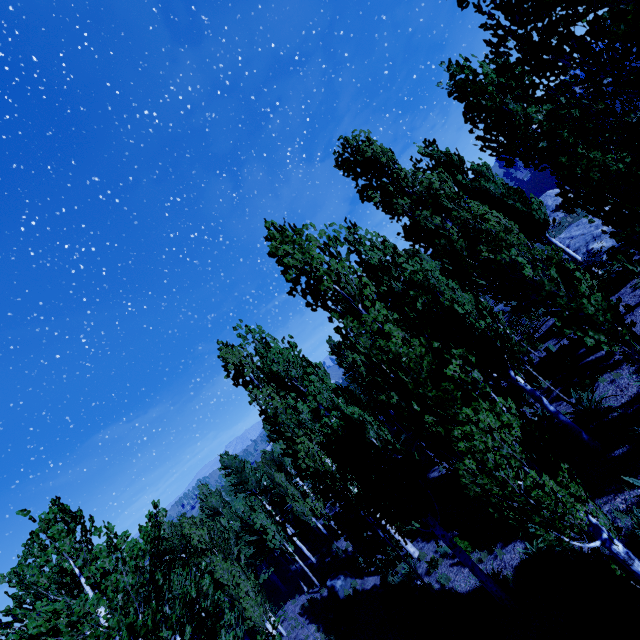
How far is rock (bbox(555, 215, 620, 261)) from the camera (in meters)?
16.15

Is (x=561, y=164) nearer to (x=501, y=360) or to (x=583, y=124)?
(x=583, y=124)

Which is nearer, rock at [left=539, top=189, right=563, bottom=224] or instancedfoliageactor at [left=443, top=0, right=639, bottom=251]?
instancedfoliageactor at [left=443, top=0, right=639, bottom=251]

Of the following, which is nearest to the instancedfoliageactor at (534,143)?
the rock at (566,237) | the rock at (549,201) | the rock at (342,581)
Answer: the rock at (566,237)

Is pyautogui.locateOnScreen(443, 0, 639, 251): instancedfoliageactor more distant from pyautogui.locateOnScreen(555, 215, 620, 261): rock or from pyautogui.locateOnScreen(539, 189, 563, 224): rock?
pyautogui.locateOnScreen(539, 189, 563, 224): rock

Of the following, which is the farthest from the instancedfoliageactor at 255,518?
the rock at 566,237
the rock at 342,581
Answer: the rock at 342,581

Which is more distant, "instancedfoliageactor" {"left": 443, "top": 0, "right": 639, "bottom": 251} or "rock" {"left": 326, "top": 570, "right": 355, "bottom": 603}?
"rock" {"left": 326, "top": 570, "right": 355, "bottom": 603}
